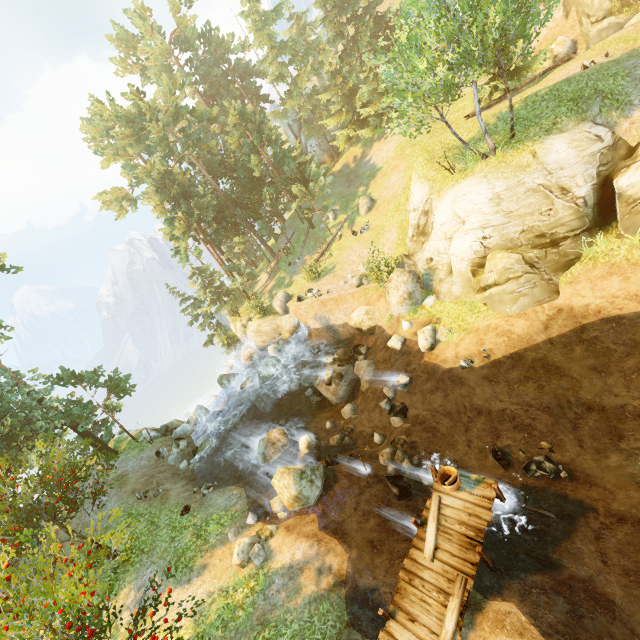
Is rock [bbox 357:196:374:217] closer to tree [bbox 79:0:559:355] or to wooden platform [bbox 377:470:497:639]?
tree [bbox 79:0:559:355]

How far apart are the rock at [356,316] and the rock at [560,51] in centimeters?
2272cm

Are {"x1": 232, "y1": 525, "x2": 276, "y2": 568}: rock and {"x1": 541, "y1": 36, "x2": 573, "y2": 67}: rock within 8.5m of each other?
no

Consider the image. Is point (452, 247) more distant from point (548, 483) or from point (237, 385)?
point (237, 385)

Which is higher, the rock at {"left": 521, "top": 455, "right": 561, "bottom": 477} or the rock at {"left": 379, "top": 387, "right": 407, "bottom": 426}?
the rock at {"left": 379, "top": 387, "right": 407, "bottom": 426}

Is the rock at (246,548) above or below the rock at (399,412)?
above

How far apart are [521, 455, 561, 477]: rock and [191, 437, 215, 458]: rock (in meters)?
17.80

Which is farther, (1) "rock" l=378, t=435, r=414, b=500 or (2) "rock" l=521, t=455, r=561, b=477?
(1) "rock" l=378, t=435, r=414, b=500
